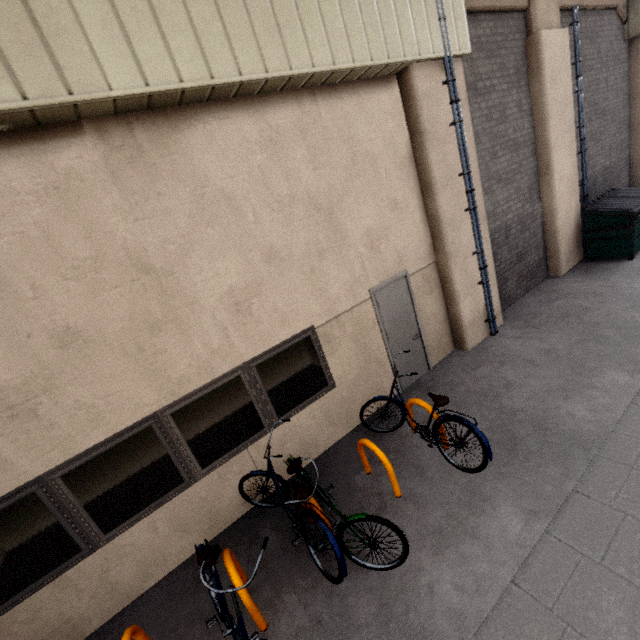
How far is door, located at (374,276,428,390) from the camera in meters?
5.7

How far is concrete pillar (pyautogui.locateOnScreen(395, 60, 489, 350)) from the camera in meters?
5.3

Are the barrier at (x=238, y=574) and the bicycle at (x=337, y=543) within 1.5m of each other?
yes

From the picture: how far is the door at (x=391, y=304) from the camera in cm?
567

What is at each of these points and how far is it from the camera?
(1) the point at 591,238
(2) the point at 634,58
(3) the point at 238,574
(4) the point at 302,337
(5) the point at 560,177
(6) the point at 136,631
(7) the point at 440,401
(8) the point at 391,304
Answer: (1) dumpster, 8.20m
(2) concrete pillar, 9.79m
(3) barrier, 3.18m
(4) window, 4.86m
(5) concrete pillar, 7.86m
(6) barrier, 3.10m
(7) bicycle, 4.12m
(8) door, 5.73m

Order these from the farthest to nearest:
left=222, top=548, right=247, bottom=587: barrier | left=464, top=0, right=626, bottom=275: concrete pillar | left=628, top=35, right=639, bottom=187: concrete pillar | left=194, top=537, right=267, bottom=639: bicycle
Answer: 1. left=628, top=35, right=639, bottom=187: concrete pillar
2. left=464, top=0, right=626, bottom=275: concrete pillar
3. left=222, top=548, right=247, bottom=587: barrier
4. left=194, top=537, right=267, bottom=639: bicycle

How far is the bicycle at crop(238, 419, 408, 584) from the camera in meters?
3.2

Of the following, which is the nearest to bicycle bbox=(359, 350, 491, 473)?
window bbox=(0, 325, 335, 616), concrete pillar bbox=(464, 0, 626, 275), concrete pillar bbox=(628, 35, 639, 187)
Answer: window bbox=(0, 325, 335, 616)
